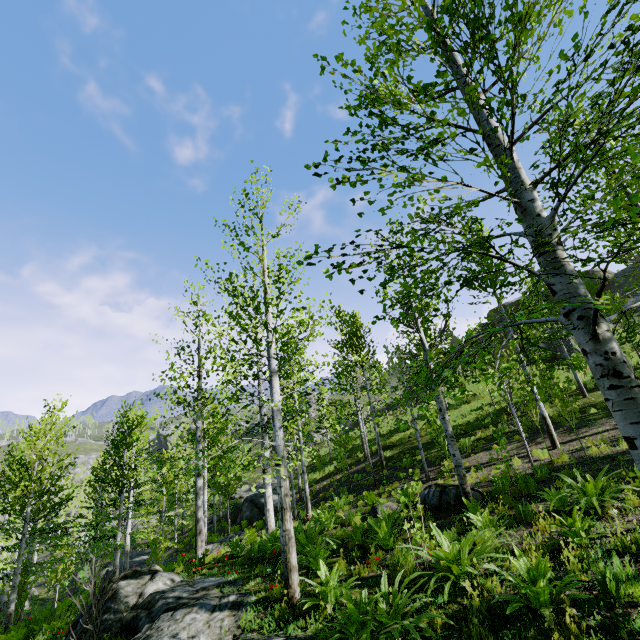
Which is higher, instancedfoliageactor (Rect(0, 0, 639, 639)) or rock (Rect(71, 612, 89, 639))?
instancedfoliageactor (Rect(0, 0, 639, 639))

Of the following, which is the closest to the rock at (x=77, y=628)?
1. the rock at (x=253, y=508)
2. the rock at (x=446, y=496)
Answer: the rock at (x=446, y=496)

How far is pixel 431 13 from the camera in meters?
5.4

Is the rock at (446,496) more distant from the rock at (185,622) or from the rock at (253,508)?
the rock at (253,508)

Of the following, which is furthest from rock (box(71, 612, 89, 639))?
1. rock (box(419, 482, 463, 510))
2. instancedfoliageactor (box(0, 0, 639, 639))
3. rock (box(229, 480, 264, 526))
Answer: instancedfoliageactor (box(0, 0, 639, 639))

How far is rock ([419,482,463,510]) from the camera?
9.2 meters
